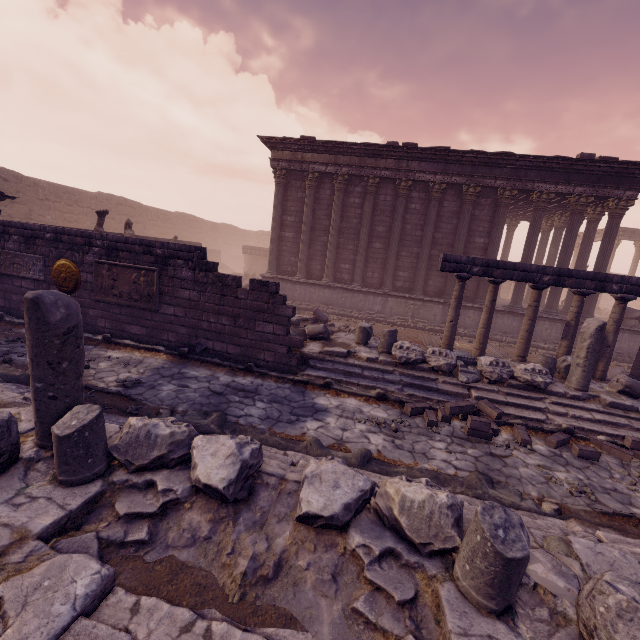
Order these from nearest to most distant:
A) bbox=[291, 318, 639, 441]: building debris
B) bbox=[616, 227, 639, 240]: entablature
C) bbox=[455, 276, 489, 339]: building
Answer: bbox=[291, 318, 639, 441]: building debris → bbox=[455, 276, 489, 339]: building → bbox=[616, 227, 639, 240]: entablature

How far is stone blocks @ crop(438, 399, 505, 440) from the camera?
6.00m

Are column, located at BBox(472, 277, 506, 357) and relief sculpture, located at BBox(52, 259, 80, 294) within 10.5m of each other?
no

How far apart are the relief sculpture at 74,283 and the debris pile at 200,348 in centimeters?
324cm

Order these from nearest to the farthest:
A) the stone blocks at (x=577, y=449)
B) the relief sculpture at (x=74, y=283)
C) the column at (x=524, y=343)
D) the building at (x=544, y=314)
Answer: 1. the stone blocks at (x=577, y=449)
2. the relief sculpture at (x=74, y=283)
3. the column at (x=524, y=343)
4. the building at (x=544, y=314)

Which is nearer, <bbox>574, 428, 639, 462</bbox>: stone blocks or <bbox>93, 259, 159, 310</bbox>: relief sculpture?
<bbox>574, 428, 639, 462</bbox>: stone blocks

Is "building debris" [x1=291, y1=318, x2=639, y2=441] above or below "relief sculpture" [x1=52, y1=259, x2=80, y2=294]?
below

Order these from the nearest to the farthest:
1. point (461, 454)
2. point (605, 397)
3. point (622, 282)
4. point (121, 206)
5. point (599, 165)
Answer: point (461, 454) → point (605, 397) → point (622, 282) → point (599, 165) → point (121, 206)
